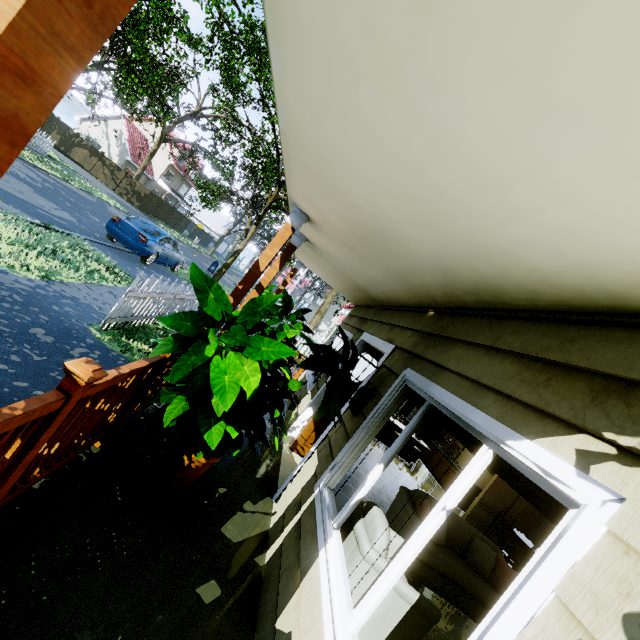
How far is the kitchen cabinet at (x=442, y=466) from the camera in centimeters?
1098cm

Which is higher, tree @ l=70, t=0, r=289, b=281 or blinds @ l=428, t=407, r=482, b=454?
tree @ l=70, t=0, r=289, b=281

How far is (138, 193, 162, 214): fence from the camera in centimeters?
3181cm

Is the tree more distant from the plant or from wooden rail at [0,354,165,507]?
wooden rail at [0,354,165,507]

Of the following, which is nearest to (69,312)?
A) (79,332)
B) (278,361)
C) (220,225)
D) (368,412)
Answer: (79,332)

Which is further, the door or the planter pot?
the door

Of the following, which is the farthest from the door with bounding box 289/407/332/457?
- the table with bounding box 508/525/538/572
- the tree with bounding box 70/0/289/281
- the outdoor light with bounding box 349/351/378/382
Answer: the tree with bounding box 70/0/289/281

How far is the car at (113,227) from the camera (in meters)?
11.40
